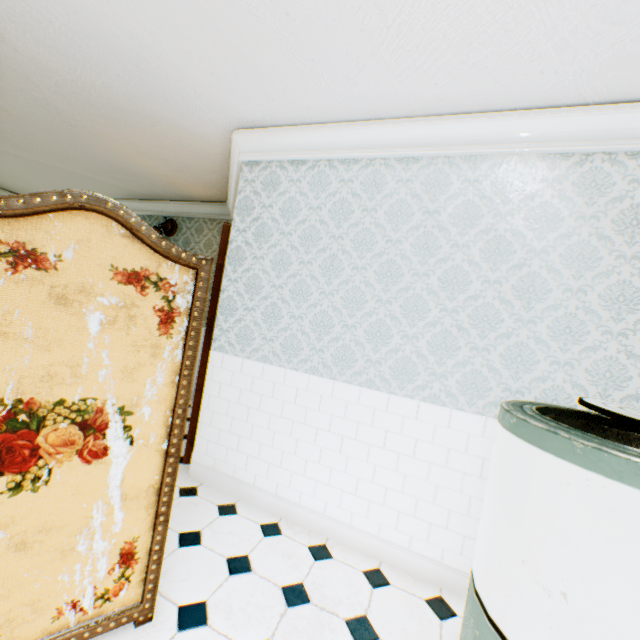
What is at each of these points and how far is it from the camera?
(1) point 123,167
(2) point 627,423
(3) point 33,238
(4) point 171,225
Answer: (1) building, 4.3m
(2) washing machine, 1.4m
(3) folding screen, 1.2m
(4) wall light, 5.5m

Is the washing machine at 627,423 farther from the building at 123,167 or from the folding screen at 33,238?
the folding screen at 33,238

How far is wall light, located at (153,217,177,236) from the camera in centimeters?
528cm

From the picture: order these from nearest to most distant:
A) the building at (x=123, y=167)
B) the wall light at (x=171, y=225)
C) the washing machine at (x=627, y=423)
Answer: the washing machine at (x=627, y=423) → the building at (x=123, y=167) → the wall light at (x=171, y=225)

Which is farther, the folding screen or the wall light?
the wall light

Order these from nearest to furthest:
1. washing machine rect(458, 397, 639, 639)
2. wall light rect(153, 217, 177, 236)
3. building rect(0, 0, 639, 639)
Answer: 1. washing machine rect(458, 397, 639, 639)
2. building rect(0, 0, 639, 639)
3. wall light rect(153, 217, 177, 236)

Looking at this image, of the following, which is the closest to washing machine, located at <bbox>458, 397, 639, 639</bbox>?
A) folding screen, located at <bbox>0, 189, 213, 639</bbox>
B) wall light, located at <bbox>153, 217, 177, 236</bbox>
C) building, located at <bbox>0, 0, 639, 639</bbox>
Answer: building, located at <bbox>0, 0, 639, 639</bbox>

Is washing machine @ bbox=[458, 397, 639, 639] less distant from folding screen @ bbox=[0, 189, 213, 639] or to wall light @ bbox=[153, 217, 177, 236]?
folding screen @ bbox=[0, 189, 213, 639]
